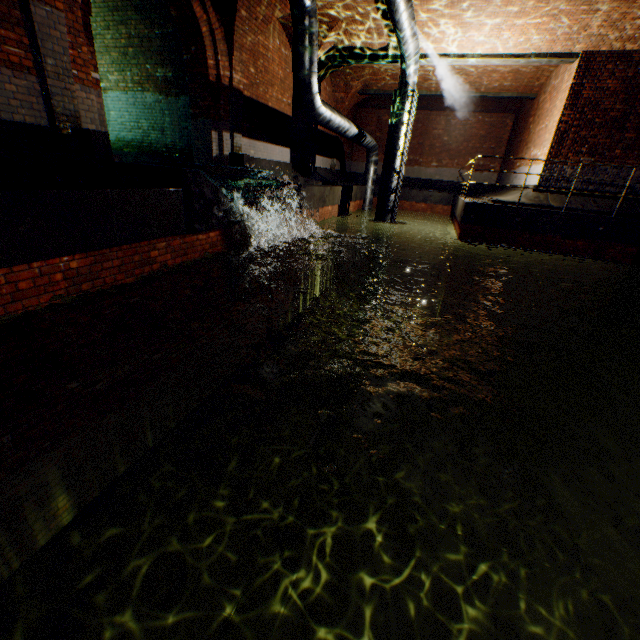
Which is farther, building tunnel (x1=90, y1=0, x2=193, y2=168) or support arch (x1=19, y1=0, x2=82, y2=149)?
building tunnel (x1=90, y1=0, x2=193, y2=168)

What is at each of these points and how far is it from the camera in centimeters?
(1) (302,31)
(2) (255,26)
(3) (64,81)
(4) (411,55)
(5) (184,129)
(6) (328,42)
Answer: (1) pipe, 720cm
(2) support arch, 845cm
(3) support arch, 503cm
(4) pipe, 1038cm
(5) building tunnel, 966cm
(6) support arch, 1104cm

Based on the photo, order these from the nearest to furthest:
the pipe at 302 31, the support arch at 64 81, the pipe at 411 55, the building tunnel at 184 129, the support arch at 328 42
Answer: the support arch at 64 81 < the pipe at 302 31 < the pipe at 411 55 < the building tunnel at 184 129 < the support arch at 328 42

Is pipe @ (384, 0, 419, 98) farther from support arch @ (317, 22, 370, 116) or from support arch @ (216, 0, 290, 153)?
support arch @ (317, 22, 370, 116)

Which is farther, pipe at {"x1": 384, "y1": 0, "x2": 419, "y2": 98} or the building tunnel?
the building tunnel

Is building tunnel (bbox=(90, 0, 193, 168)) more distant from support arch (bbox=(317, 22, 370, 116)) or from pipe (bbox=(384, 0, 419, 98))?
support arch (bbox=(317, 22, 370, 116))

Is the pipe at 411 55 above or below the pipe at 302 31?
above
